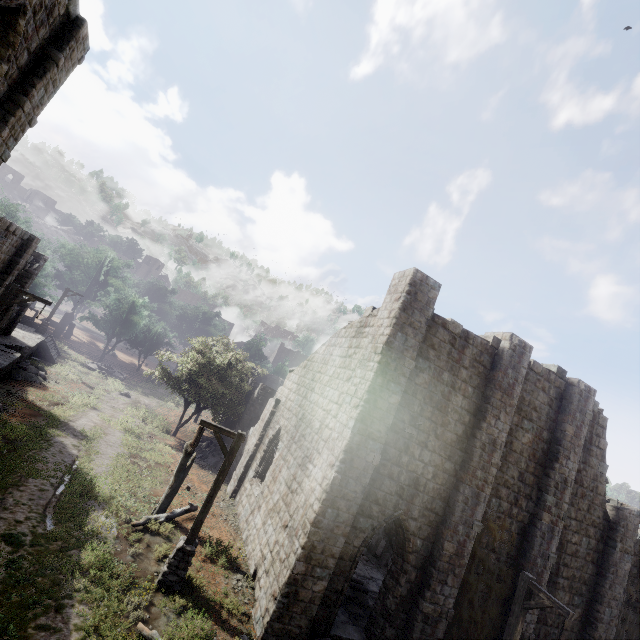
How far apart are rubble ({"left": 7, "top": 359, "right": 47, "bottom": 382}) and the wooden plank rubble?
22.13m

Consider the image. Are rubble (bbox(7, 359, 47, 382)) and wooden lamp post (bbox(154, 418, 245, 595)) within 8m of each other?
no

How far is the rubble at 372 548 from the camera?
17.19m

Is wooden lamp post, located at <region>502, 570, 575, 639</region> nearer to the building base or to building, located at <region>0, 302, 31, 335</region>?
the building base

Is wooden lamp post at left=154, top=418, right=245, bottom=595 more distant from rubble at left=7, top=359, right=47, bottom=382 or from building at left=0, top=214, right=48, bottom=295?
rubble at left=7, top=359, right=47, bottom=382

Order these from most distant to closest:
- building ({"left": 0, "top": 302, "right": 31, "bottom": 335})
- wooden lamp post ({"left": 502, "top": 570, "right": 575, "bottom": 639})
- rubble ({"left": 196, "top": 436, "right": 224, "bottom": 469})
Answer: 1. rubble ({"left": 196, "top": 436, "right": 224, "bottom": 469})
2. building ({"left": 0, "top": 302, "right": 31, "bottom": 335})
3. wooden lamp post ({"left": 502, "top": 570, "right": 575, "bottom": 639})

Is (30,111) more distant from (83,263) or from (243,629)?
(83,263)

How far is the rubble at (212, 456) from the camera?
21.8 meters
